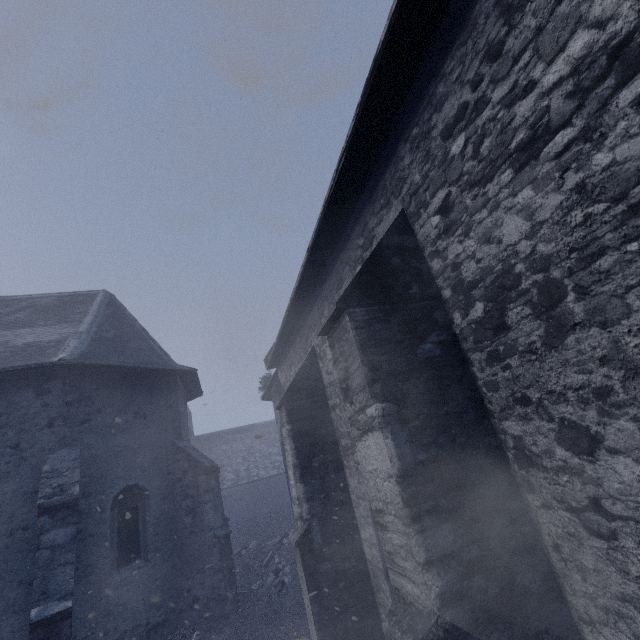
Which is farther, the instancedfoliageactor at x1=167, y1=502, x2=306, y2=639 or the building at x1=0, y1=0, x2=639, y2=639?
the instancedfoliageactor at x1=167, y1=502, x2=306, y2=639

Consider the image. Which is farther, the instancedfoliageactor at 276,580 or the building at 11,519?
the instancedfoliageactor at 276,580

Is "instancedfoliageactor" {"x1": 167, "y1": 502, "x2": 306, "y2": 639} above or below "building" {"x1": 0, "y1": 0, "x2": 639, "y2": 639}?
below

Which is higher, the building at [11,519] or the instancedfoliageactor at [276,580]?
the building at [11,519]

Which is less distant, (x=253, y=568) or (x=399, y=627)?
(x=399, y=627)
